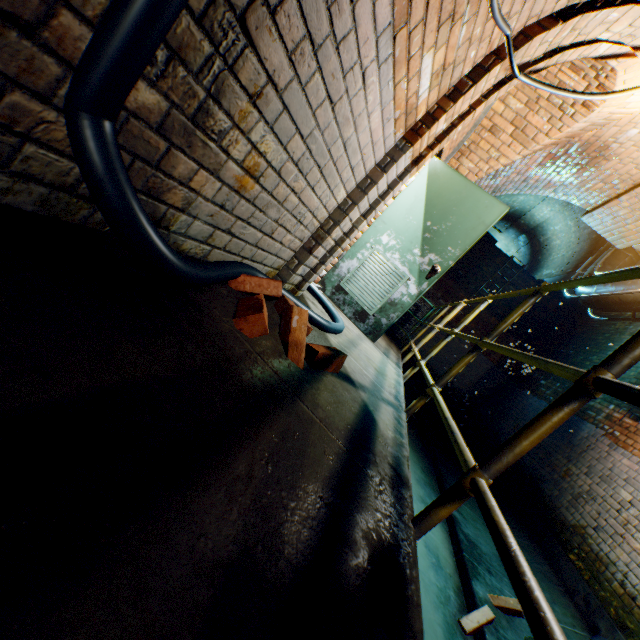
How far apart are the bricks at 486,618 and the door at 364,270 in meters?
2.6

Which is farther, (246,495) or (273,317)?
(273,317)

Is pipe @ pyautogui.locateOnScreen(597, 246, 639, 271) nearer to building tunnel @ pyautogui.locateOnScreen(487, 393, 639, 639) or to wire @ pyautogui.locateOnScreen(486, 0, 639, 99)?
building tunnel @ pyautogui.locateOnScreen(487, 393, 639, 639)

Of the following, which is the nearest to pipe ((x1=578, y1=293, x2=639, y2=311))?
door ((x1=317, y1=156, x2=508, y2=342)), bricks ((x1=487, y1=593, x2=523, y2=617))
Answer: door ((x1=317, y1=156, x2=508, y2=342))

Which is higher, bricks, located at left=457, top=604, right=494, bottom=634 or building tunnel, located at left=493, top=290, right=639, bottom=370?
building tunnel, located at left=493, top=290, right=639, bottom=370

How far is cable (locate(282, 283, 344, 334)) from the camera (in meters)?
2.12

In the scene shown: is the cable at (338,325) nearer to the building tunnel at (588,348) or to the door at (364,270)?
the building tunnel at (588,348)

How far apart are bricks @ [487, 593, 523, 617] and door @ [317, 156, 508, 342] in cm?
266
